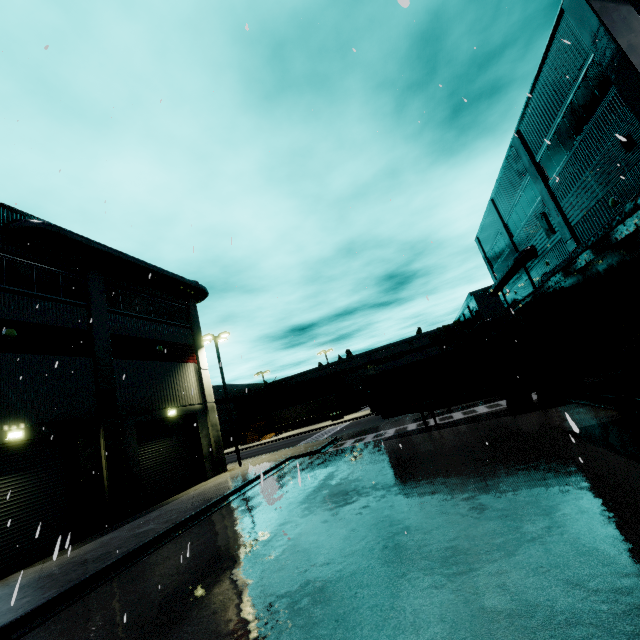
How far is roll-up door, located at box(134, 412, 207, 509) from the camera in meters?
17.4

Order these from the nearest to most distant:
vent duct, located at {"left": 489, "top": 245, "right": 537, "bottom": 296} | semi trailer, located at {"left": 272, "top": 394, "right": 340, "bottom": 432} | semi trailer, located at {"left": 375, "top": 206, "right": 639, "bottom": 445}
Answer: semi trailer, located at {"left": 375, "top": 206, "right": 639, "bottom": 445}, vent duct, located at {"left": 489, "top": 245, "right": 537, "bottom": 296}, semi trailer, located at {"left": 272, "top": 394, "right": 340, "bottom": 432}

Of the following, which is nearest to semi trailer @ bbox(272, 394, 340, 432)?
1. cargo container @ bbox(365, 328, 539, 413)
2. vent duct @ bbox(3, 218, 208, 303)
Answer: cargo container @ bbox(365, 328, 539, 413)

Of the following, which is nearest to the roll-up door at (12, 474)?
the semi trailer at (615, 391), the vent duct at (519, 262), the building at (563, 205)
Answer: the building at (563, 205)

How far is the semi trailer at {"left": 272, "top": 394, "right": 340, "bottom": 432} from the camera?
52.2 meters

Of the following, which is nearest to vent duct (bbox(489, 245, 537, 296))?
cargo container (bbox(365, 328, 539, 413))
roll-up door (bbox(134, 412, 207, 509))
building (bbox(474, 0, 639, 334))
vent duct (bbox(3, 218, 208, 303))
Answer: building (bbox(474, 0, 639, 334))

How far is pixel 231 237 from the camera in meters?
6.4

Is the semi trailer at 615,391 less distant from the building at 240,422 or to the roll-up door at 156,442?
the building at 240,422
